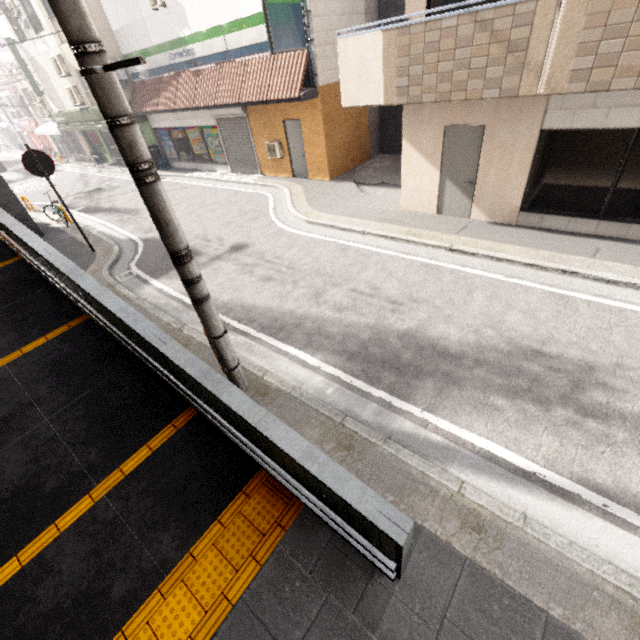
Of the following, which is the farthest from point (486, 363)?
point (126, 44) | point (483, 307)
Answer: point (126, 44)

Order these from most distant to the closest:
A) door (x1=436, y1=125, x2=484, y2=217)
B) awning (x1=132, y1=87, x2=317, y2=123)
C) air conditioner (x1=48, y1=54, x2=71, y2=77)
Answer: air conditioner (x1=48, y1=54, x2=71, y2=77) < awning (x1=132, y1=87, x2=317, y2=123) < door (x1=436, y1=125, x2=484, y2=217)

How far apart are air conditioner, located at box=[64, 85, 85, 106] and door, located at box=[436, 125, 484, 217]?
21.1m

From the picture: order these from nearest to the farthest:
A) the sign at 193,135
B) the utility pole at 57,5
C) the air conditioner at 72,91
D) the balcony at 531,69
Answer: the utility pole at 57,5
the balcony at 531,69
the sign at 193,135
the air conditioner at 72,91

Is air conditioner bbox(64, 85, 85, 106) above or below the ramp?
above

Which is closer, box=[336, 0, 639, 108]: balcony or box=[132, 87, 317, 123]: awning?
box=[336, 0, 639, 108]: balcony

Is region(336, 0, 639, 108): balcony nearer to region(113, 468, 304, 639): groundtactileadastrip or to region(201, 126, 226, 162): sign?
region(113, 468, 304, 639): groundtactileadastrip

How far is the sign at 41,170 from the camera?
8.3m
